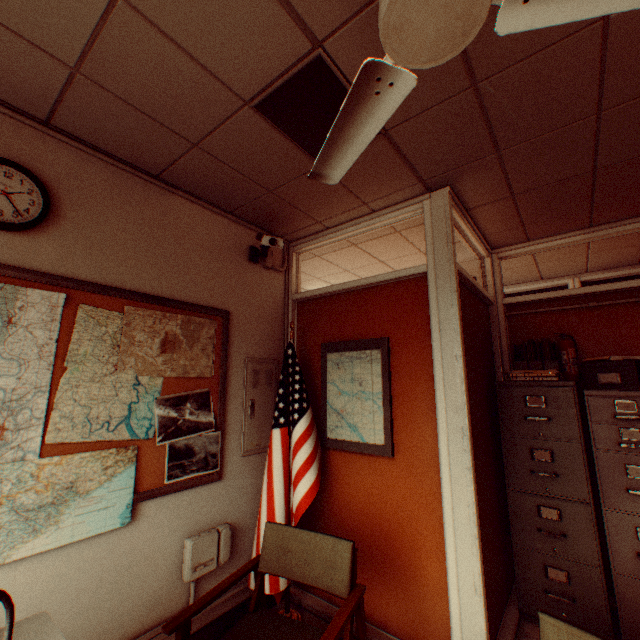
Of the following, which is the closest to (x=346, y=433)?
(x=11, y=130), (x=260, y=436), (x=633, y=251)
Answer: (x=260, y=436)

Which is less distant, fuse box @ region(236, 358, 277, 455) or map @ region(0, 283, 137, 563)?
map @ region(0, 283, 137, 563)

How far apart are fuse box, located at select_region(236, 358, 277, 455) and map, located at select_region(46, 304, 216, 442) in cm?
27

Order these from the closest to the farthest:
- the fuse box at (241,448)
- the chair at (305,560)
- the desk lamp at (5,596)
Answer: the desk lamp at (5,596) < the chair at (305,560) < the fuse box at (241,448)

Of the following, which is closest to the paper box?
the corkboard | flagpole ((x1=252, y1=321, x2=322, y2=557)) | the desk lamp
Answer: flagpole ((x1=252, y1=321, x2=322, y2=557))

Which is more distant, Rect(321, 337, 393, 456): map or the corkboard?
Rect(321, 337, 393, 456): map

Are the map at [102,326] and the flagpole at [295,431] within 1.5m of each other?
yes

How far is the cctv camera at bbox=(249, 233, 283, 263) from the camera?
2.8 meters
